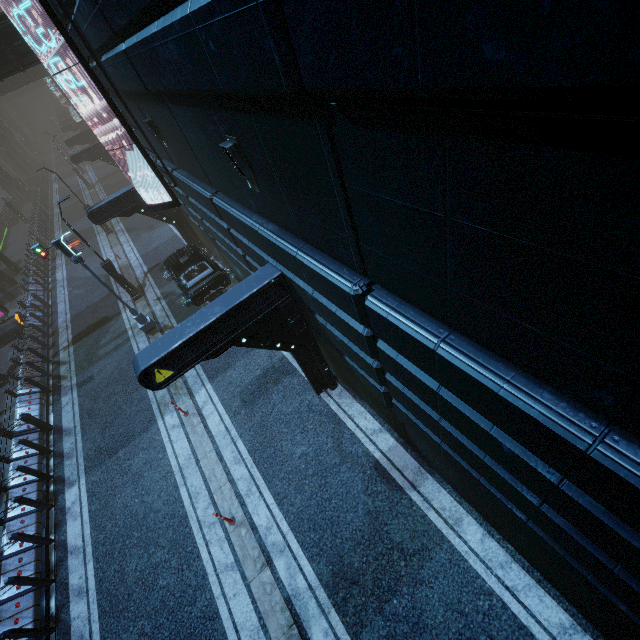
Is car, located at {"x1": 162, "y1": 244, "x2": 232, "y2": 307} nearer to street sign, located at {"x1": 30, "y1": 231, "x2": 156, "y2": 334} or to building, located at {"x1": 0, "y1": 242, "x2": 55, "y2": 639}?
building, located at {"x1": 0, "y1": 242, "x2": 55, "y2": 639}

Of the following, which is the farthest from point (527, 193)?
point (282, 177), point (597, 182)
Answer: point (282, 177)

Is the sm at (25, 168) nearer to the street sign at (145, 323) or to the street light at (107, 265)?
the street sign at (145, 323)

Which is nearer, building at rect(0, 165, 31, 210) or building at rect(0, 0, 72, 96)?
building at rect(0, 0, 72, 96)

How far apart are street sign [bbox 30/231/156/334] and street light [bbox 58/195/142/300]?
2.8m

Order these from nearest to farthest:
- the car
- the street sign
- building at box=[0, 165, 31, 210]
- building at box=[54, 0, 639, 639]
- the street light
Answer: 1. building at box=[54, 0, 639, 639]
2. the street sign
3. the car
4. the street light
5. building at box=[0, 165, 31, 210]

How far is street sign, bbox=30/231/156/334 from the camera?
11.73m

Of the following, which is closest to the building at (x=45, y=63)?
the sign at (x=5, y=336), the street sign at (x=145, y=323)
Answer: the sign at (x=5, y=336)
